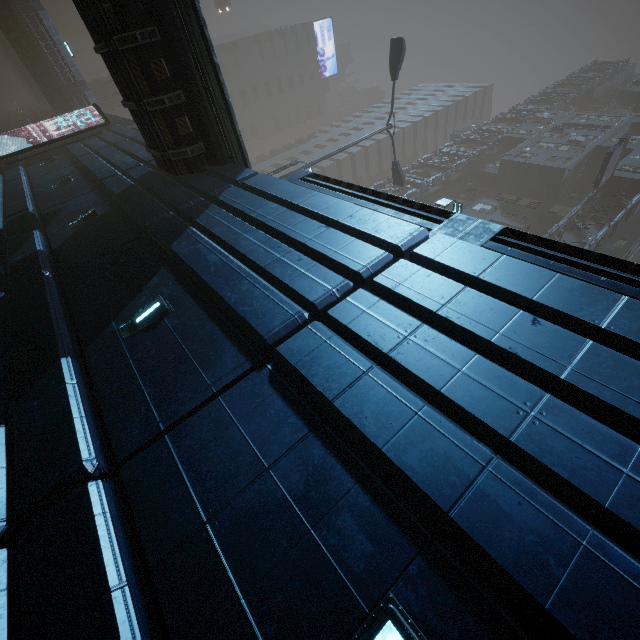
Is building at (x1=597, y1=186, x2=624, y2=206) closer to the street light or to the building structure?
the building structure

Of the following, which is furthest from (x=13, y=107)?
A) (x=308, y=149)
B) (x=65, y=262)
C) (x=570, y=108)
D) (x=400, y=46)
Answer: (x=570, y=108)

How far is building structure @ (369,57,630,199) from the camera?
33.66m

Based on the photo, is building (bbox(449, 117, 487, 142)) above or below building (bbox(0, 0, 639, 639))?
above

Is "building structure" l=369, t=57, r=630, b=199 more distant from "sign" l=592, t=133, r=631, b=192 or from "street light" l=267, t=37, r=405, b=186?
"sign" l=592, t=133, r=631, b=192

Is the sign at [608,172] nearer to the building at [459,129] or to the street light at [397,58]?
the building at [459,129]

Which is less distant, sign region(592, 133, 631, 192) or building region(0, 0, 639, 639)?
building region(0, 0, 639, 639)

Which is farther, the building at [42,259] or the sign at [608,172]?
the sign at [608,172]
